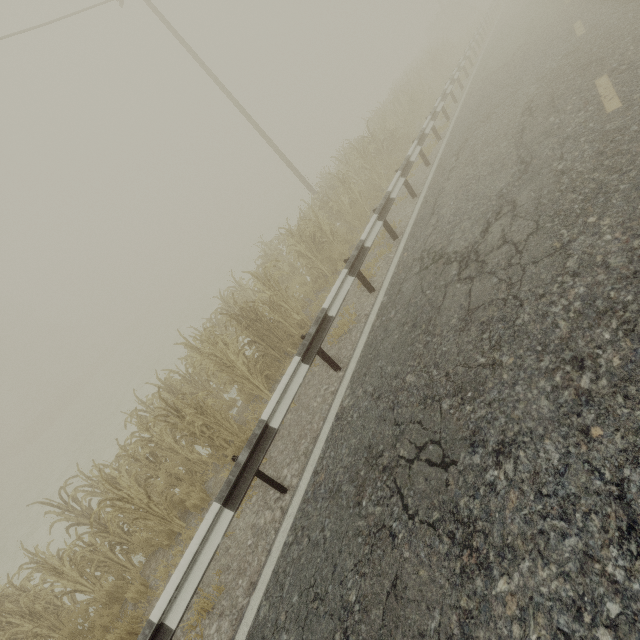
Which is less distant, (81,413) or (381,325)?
(381,325)

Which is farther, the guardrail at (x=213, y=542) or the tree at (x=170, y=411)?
the tree at (x=170, y=411)

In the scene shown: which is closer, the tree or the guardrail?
the guardrail
